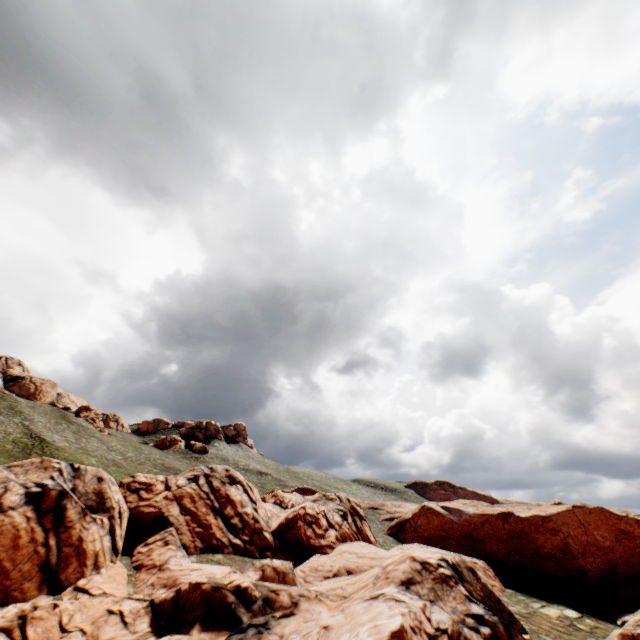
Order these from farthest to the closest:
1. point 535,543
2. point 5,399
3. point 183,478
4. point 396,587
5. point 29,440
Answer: point 5,399
point 29,440
point 535,543
point 183,478
point 396,587
